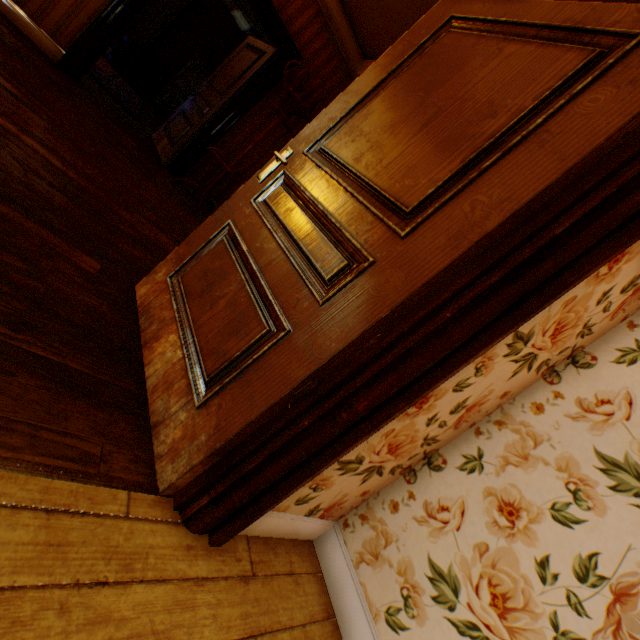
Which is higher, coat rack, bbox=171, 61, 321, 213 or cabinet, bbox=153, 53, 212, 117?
coat rack, bbox=171, 61, 321, 213

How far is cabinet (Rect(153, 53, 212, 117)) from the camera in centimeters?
786cm

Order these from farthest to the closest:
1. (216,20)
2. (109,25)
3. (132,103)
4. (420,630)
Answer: (216,20) < (132,103) < (109,25) < (420,630)

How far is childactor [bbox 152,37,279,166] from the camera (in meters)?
4.52

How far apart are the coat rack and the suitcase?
5.61m

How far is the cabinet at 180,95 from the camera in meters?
7.9

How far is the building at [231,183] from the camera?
5.05m

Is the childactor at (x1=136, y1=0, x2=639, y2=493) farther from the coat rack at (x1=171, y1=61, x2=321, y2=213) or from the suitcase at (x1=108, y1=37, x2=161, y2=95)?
the suitcase at (x1=108, y1=37, x2=161, y2=95)
